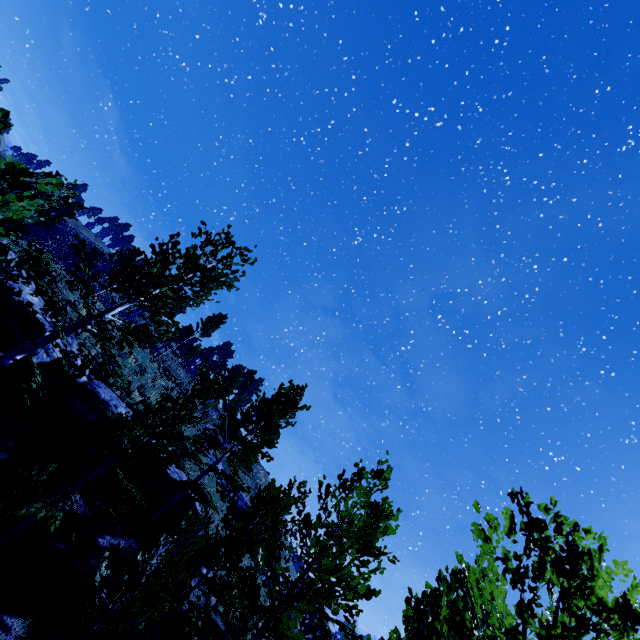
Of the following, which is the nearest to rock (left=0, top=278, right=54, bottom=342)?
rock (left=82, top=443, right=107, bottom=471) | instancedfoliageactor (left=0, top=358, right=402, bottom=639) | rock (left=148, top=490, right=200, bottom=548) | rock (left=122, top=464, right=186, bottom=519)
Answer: rock (left=82, top=443, right=107, bottom=471)

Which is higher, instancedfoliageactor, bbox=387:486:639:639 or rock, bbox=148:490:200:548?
instancedfoliageactor, bbox=387:486:639:639

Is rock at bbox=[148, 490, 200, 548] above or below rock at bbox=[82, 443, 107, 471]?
above

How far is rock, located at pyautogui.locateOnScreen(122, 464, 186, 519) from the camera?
14.23m

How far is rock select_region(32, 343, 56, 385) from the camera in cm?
1376

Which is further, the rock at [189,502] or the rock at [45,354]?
the rock at [189,502]

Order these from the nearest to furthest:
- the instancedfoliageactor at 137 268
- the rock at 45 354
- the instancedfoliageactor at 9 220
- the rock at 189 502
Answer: the instancedfoliageactor at 9 220, the instancedfoliageactor at 137 268, the rock at 45 354, the rock at 189 502

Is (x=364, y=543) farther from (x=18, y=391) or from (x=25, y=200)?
(x=25, y=200)
